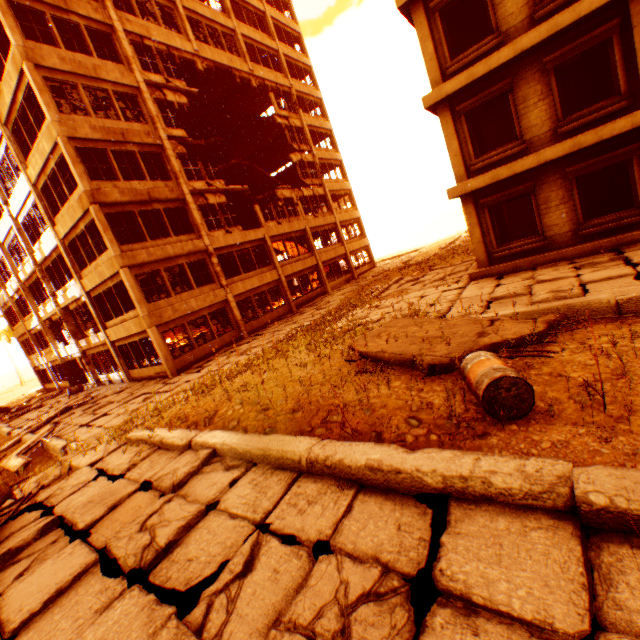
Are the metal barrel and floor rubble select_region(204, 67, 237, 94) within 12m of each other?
no

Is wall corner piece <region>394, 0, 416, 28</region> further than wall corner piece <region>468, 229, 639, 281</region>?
Yes

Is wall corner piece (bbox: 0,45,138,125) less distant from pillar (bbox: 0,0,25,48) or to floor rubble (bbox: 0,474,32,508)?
pillar (bbox: 0,0,25,48)

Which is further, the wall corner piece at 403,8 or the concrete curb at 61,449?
the wall corner piece at 403,8

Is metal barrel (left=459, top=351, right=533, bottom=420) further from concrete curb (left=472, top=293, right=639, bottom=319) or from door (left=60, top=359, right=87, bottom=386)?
door (left=60, top=359, right=87, bottom=386)

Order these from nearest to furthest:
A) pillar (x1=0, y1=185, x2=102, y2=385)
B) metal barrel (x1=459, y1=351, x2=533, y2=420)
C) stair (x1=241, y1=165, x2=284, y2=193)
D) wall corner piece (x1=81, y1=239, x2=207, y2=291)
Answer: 1. metal barrel (x1=459, y1=351, x2=533, y2=420)
2. wall corner piece (x1=81, y1=239, x2=207, y2=291)
3. pillar (x1=0, y1=185, x2=102, y2=385)
4. stair (x1=241, y1=165, x2=284, y2=193)

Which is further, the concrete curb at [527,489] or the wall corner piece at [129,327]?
the wall corner piece at [129,327]

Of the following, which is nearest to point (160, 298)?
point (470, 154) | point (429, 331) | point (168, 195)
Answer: point (168, 195)
